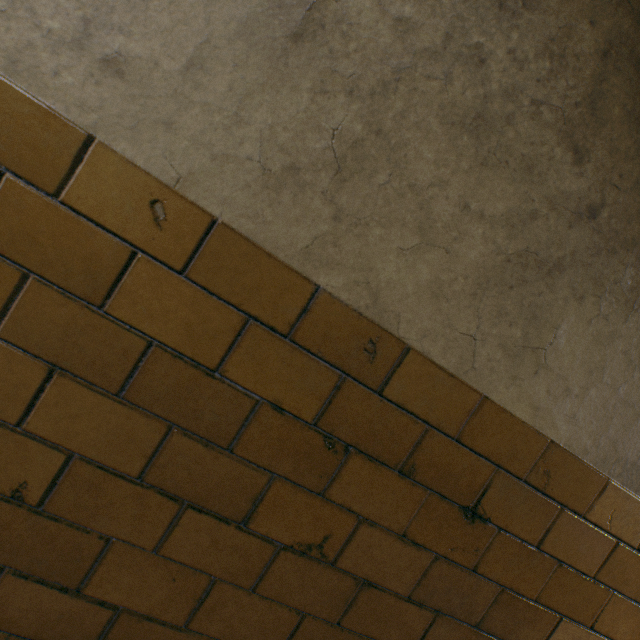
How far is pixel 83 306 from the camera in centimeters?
65cm
